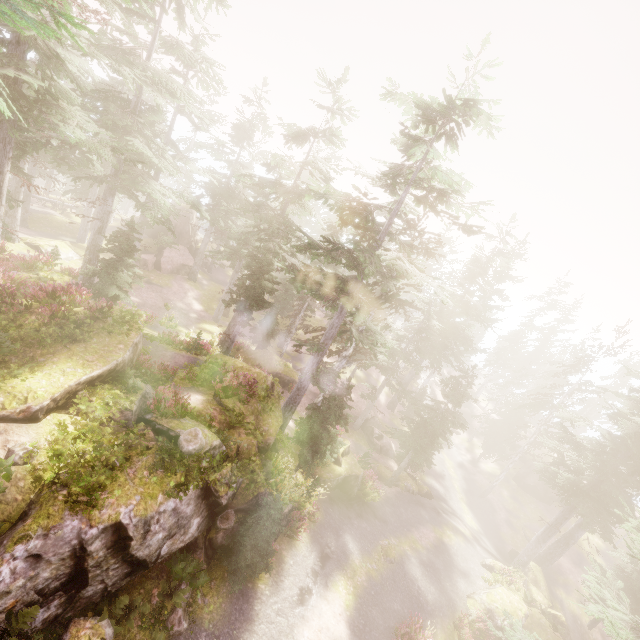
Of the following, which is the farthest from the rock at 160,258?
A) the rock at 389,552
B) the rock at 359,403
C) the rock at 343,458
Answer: the rock at 389,552

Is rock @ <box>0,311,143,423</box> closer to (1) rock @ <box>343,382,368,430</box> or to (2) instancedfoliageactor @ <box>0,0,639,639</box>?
(2) instancedfoliageactor @ <box>0,0,639,639</box>

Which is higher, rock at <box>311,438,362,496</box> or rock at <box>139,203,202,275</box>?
rock at <box>139,203,202,275</box>

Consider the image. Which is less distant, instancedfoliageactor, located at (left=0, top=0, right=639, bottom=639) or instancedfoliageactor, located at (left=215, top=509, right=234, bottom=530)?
instancedfoliageactor, located at (left=0, top=0, right=639, bottom=639)

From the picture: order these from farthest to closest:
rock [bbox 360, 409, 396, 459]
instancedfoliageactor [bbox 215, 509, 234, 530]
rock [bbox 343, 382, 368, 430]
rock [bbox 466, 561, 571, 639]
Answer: rock [bbox 343, 382, 368, 430] → rock [bbox 360, 409, 396, 459] → rock [bbox 466, 561, 571, 639] → instancedfoliageactor [bbox 215, 509, 234, 530]

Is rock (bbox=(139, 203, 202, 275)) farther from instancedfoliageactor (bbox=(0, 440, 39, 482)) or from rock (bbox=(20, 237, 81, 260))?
rock (bbox=(20, 237, 81, 260))

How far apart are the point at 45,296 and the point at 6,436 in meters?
5.4 m

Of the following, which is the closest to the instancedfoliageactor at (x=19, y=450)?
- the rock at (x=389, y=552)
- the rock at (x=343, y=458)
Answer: the rock at (x=343, y=458)
